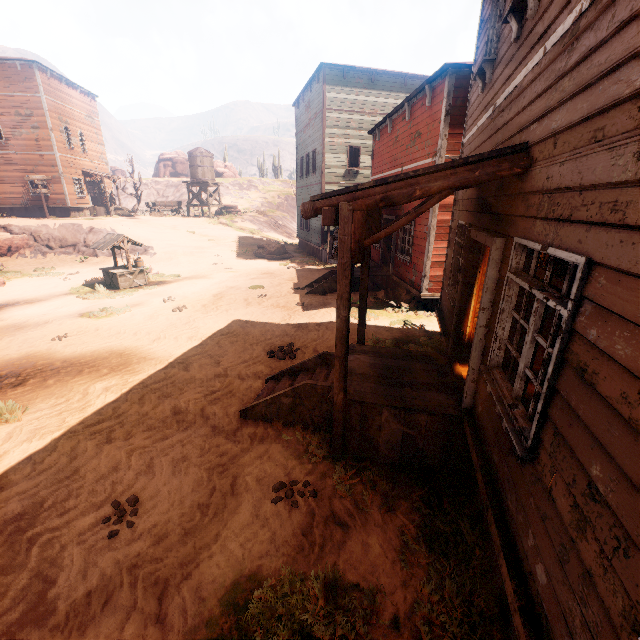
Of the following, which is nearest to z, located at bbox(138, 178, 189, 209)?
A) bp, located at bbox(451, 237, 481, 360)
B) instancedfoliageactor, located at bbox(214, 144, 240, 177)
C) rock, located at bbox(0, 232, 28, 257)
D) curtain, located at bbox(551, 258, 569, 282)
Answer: rock, located at bbox(0, 232, 28, 257)

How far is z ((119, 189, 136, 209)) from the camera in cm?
4831

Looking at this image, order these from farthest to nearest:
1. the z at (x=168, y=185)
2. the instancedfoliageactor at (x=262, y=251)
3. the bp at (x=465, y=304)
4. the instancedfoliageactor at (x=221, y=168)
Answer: the instancedfoliageactor at (x=221, y=168) < the z at (x=168, y=185) < the instancedfoliageactor at (x=262, y=251) < the bp at (x=465, y=304)

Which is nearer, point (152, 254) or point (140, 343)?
point (140, 343)

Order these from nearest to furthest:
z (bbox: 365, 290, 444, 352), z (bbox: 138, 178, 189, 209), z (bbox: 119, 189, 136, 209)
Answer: z (bbox: 365, 290, 444, 352)
z (bbox: 138, 178, 189, 209)
z (bbox: 119, 189, 136, 209)

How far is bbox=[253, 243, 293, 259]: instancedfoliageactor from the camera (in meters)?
23.02

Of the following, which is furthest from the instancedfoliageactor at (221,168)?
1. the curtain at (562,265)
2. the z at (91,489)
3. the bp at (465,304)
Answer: the bp at (465,304)

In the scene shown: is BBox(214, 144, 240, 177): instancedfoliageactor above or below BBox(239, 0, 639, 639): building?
above
